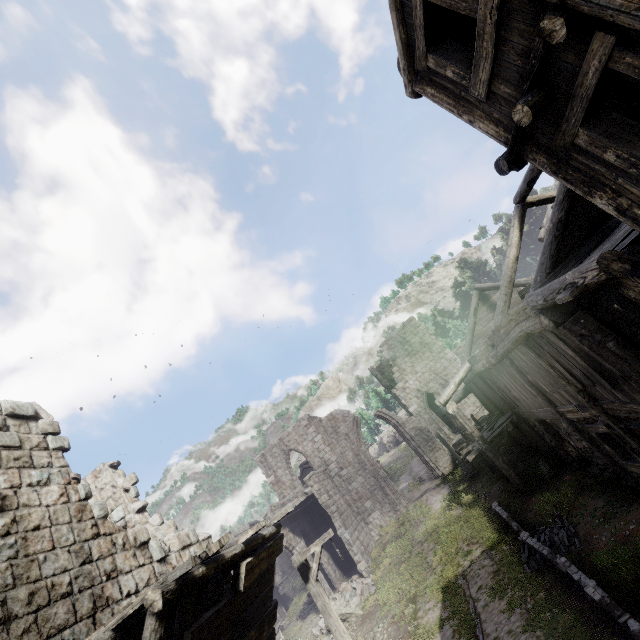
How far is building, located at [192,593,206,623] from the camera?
7.20m

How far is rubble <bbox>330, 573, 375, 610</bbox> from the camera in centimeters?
1662cm

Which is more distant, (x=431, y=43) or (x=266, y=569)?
Result: (x=266, y=569)

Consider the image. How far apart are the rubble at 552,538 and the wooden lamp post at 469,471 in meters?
8.7 m

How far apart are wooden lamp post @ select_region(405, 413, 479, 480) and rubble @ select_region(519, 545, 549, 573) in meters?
8.7 m

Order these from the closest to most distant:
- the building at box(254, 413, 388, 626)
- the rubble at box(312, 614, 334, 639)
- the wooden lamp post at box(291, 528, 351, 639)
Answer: the wooden lamp post at box(291, 528, 351, 639)
the rubble at box(312, 614, 334, 639)
the building at box(254, 413, 388, 626)

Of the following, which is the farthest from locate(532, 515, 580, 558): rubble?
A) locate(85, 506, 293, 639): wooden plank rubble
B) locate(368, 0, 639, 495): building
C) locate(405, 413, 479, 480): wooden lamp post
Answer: locate(405, 413, 479, 480): wooden lamp post

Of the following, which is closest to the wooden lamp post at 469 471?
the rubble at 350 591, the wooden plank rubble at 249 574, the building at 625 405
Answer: the building at 625 405
